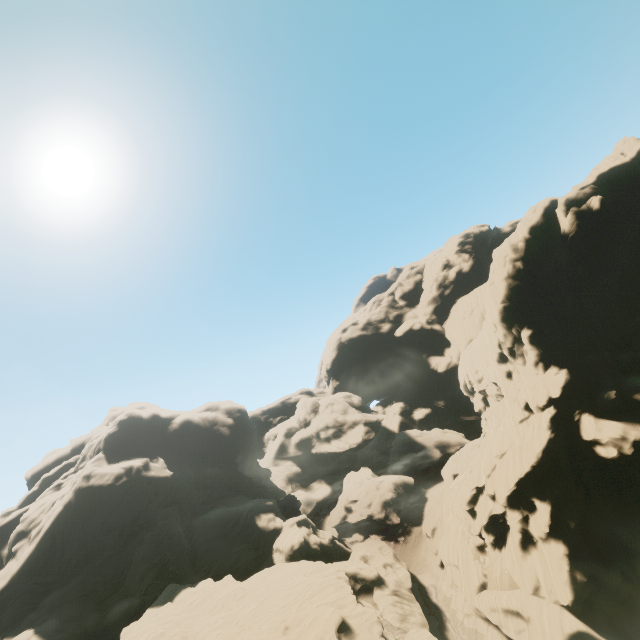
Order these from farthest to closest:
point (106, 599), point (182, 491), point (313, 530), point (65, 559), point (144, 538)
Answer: point (182, 491) < point (313, 530) < point (144, 538) < point (65, 559) < point (106, 599)

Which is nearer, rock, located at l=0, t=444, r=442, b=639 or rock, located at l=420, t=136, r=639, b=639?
rock, located at l=420, t=136, r=639, b=639

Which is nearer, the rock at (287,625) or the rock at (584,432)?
the rock at (584,432)
